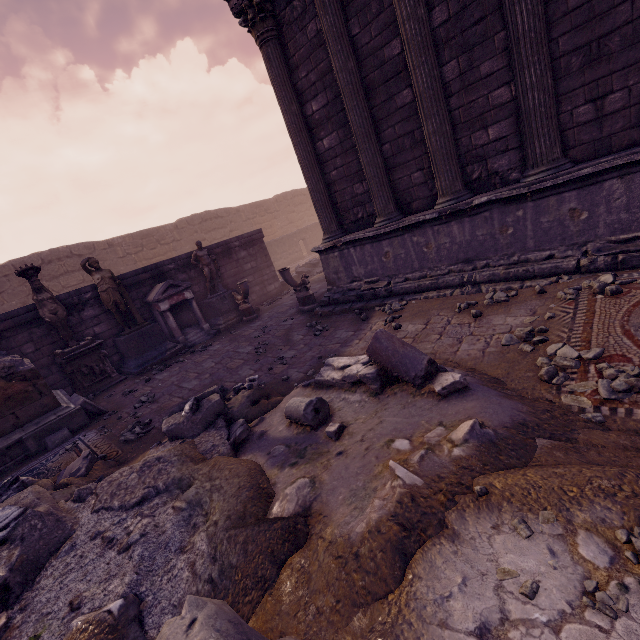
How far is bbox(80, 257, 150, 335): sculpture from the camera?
8.4 meters

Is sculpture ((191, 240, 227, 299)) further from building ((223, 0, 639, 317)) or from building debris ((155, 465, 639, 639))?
building debris ((155, 465, 639, 639))

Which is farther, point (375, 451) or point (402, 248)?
point (402, 248)

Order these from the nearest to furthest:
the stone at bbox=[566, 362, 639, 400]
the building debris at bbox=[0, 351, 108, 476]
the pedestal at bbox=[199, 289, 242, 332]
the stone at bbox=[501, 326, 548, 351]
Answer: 1. the stone at bbox=[566, 362, 639, 400]
2. the stone at bbox=[501, 326, 548, 351]
3. the building debris at bbox=[0, 351, 108, 476]
4. the pedestal at bbox=[199, 289, 242, 332]

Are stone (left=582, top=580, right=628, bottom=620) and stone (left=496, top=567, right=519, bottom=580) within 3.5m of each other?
yes

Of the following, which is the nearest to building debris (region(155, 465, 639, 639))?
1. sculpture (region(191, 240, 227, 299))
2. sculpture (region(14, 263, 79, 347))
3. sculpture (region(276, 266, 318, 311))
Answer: sculpture (region(276, 266, 318, 311))

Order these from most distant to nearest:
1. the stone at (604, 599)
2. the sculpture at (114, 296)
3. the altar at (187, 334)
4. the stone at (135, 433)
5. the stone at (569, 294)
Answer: the altar at (187, 334), the sculpture at (114, 296), the stone at (135, 433), the stone at (569, 294), the stone at (604, 599)

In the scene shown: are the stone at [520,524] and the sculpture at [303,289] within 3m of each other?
no
